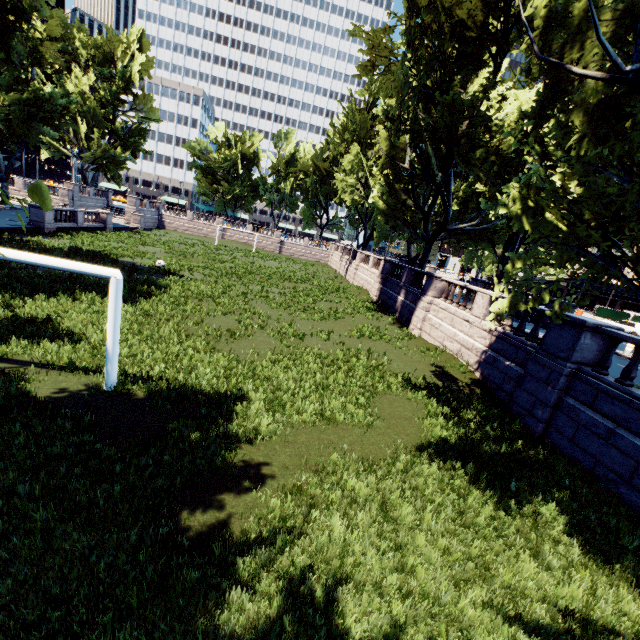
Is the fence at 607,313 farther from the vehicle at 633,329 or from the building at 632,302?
the building at 632,302

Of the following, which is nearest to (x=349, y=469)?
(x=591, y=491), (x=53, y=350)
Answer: (x=591, y=491)

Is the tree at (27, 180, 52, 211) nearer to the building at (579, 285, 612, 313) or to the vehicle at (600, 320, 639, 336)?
the building at (579, 285, 612, 313)

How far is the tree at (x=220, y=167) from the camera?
56.34m

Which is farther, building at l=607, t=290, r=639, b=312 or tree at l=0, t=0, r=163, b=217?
building at l=607, t=290, r=639, b=312

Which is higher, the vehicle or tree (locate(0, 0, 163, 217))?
tree (locate(0, 0, 163, 217))

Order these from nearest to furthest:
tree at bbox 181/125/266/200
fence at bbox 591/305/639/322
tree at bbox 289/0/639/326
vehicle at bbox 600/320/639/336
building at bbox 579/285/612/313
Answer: tree at bbox 289/0/639/326 → vehicle at bbox 600/320/639/336 → fence at bbox 591/305/639/322 → building at bbox 579/285/612/313 → tree at bbox 181/125/266/200

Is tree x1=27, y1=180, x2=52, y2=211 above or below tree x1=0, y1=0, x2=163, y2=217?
below
